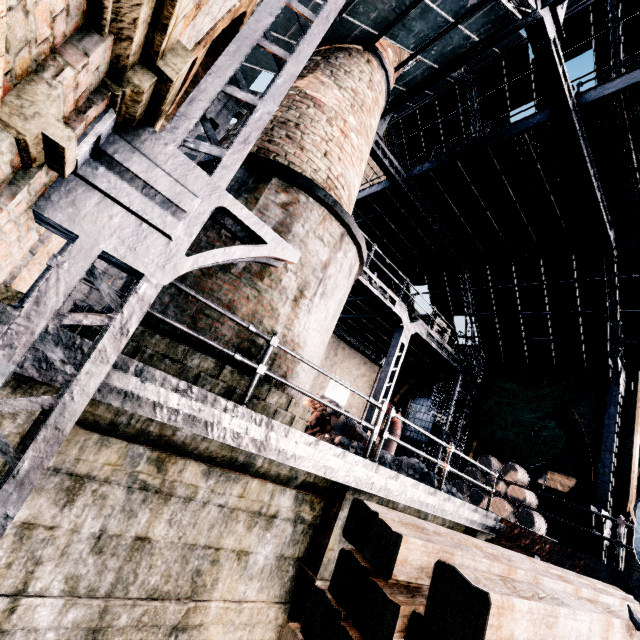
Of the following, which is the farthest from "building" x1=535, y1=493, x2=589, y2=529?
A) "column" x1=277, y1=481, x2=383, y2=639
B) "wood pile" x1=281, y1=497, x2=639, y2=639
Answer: "column" x1=277, y1=481, x2=383, y2=639

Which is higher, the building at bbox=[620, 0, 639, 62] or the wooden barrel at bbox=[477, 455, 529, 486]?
the building at bbox=[620, 0, 639, 62]

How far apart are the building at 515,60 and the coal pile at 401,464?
18.4m

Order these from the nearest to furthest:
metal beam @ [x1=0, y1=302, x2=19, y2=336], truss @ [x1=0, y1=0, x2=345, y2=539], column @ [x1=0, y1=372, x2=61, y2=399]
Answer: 1. truss @ [x1=0, y1=0, x2=345, y2=539]
2. metal beam @ [x1=0, y1=302, x2=19, y2=336]
3. column @ [x1=0, y1=372, x2=61, y2=399]

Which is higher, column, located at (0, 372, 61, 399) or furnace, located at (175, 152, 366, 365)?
furnace, located at (175, 152, 366, 365)

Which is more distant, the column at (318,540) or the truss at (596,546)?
the truss at (596,546)

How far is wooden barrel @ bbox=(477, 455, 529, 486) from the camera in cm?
1365

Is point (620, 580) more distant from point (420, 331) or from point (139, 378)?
point (139, 378)
